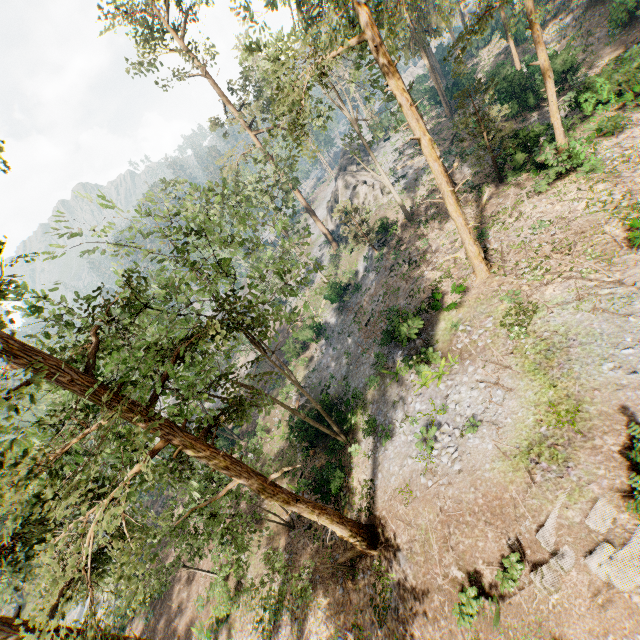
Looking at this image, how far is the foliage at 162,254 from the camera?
14.4m

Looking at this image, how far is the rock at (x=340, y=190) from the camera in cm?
3766

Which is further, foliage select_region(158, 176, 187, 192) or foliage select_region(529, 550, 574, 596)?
foliage select_region(158, 176, 187, 192)

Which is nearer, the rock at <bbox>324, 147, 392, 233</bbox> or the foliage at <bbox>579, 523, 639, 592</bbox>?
the foliage at <bbox>579, 523, 639, 592</bbox>

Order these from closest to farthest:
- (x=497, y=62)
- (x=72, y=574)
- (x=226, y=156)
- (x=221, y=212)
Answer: (x=72, y=574) < (x=221, y=212) < (x=226, y=156) < (x=497, y=62)

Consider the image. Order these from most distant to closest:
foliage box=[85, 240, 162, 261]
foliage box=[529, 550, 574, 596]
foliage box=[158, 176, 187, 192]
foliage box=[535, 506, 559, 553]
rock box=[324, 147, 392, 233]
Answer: rock box=[324, 147, 392, 233], foliage box=[158, 176, 187, 192], foliage box=[85, 240, 162, 261], foliage box=[535, 506, 559, 553], foliage box=[529, 550, 574, 596]

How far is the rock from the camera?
37.66m
